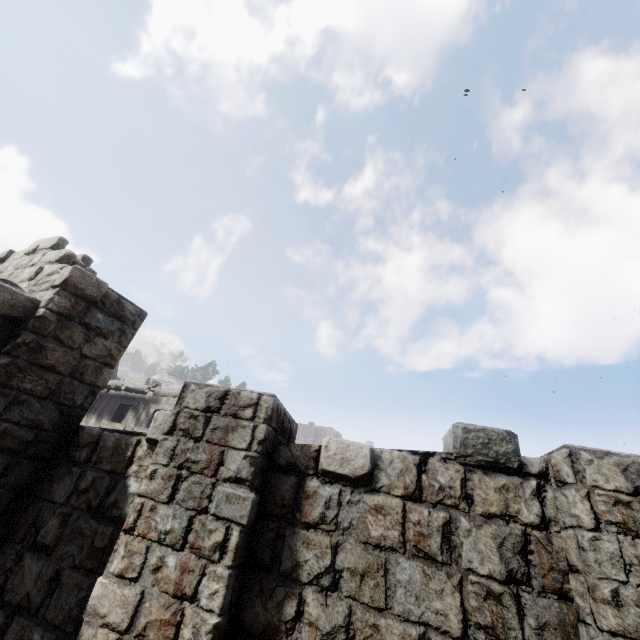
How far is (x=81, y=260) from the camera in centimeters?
712cm
